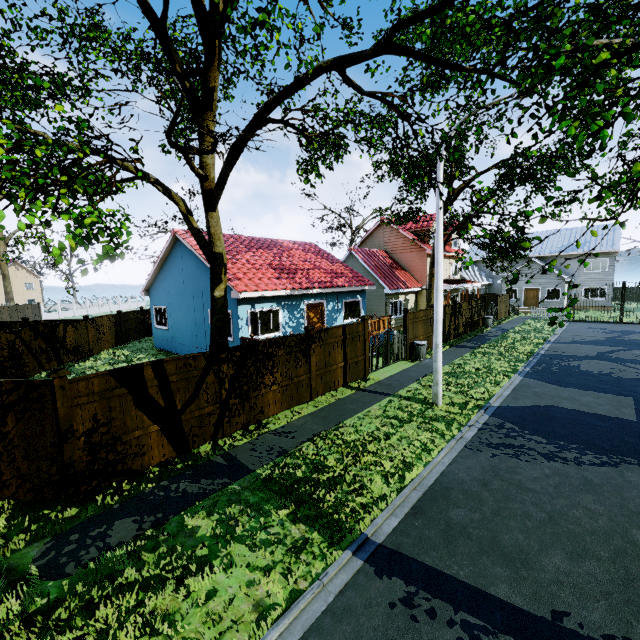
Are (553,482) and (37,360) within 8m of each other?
no

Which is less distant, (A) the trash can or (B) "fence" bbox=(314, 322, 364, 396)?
(B) "fence" bbox=(314, 322, 364, 396)

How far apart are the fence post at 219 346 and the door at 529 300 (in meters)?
38.36

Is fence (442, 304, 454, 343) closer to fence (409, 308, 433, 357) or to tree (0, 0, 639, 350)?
fence (409, 308, 433, 357)

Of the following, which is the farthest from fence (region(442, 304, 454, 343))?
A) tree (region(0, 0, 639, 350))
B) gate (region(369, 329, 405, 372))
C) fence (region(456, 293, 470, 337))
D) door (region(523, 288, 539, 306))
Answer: door (region(523, 288, 539, 306))

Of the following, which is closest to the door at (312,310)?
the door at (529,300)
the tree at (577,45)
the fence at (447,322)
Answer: the fence at (447,322)

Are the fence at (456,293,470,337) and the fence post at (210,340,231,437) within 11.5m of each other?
no

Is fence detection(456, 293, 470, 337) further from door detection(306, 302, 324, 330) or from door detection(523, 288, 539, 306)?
door detection(523, 288, 539, 306)
